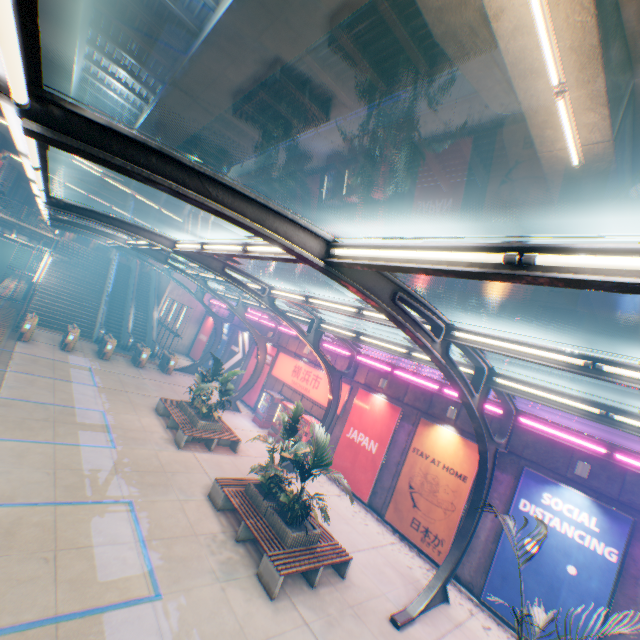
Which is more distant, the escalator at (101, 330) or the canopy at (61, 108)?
the escalator at (101, 330)

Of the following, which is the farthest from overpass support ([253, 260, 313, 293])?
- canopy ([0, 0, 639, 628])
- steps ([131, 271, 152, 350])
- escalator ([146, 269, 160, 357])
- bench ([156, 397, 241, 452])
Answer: bench ([156, 397, 241, 452])

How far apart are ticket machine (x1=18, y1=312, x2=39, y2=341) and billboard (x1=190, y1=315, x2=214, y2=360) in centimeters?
1258cm

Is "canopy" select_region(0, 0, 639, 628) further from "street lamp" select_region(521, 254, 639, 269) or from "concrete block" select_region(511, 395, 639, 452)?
"concrete block" select_region(511, 395, 639, 452)

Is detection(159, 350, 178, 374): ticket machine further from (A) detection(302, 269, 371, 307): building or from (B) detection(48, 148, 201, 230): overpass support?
(A) detection(302, 269, 371, 307): building

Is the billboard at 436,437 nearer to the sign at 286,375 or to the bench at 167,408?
the sign at 286,375

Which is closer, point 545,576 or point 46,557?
Result: point 46,557

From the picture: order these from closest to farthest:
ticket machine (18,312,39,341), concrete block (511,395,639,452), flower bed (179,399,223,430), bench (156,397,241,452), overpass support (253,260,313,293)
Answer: concrete block (511,395,639,452)
bench (156,397,241,452)
flower bed (179,399,223,430)
ticket machine (18,312,39,341)
overpass support (253,260,313,293)
